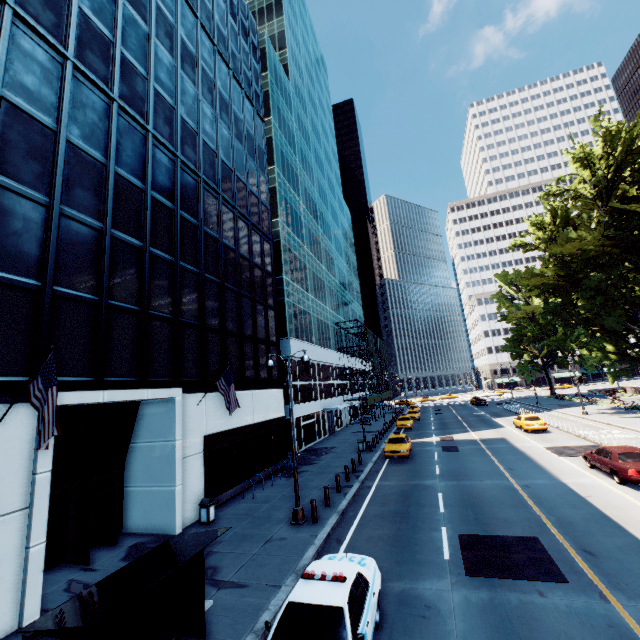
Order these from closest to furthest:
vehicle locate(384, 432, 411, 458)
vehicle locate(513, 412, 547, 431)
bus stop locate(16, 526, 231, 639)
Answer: bus stop locate(16, 526, 231, 639) < vehicle locate(384, 432, 411, 458) < vehicle locate(513, 412, 547, 431)

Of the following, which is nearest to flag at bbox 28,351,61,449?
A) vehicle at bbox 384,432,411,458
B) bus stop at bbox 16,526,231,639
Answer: bus stop at bbox 16,526,231,639

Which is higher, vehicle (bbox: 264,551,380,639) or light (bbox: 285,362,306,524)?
vehicle (bbox: 264,551,380,639)

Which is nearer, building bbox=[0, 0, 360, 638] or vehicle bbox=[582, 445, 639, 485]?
building bbox=[0, 0, 360, 638]

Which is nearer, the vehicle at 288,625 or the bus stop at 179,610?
the bus stop at 179,610

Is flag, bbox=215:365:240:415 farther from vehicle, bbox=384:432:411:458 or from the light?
vehicle, bbox=384:432:411:458

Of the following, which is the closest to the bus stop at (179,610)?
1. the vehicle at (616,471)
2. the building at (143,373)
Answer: the building at (143,373)

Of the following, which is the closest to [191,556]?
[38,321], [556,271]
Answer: [38,321]
